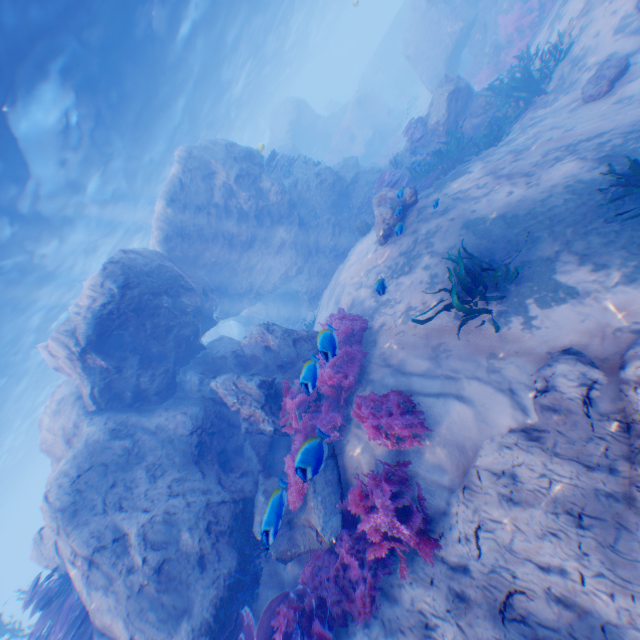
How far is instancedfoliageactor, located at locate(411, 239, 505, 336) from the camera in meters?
5.6 m

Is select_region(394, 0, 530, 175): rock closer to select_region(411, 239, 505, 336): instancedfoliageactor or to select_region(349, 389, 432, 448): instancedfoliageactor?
select_region(349, 389, 432, 448): instancedfoliageactor

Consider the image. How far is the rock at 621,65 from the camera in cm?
804

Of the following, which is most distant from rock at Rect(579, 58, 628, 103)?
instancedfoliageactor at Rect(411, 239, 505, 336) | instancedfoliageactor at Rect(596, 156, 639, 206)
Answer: instancedfoliageactor at Rect(411, 239, 505, 336)

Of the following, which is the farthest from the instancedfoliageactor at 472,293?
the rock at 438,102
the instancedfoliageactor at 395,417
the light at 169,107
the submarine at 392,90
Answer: the submarine at 392,90

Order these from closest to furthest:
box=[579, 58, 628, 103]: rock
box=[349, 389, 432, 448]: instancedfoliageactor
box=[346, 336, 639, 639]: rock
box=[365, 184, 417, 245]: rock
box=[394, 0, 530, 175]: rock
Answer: box=[346, 336, 639, 639]: rock → box=[349, 389, 432, 448]: instancedfoliageactor → box=[579, 58, 628, 103]: rock → box=[365, 184, 417, 245]: rock → box=[394, 0, 530, 175]: rock

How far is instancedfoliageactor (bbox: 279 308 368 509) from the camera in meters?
4.9 m

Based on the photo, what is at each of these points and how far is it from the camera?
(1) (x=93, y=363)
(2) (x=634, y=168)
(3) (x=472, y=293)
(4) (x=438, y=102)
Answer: (1) rock, 9.1 meters
(2) instancedfoliageactor, 5.2 meters
(3) instancedfoliageactor, 6.1 meters
(4) rock, 12.9 meters
